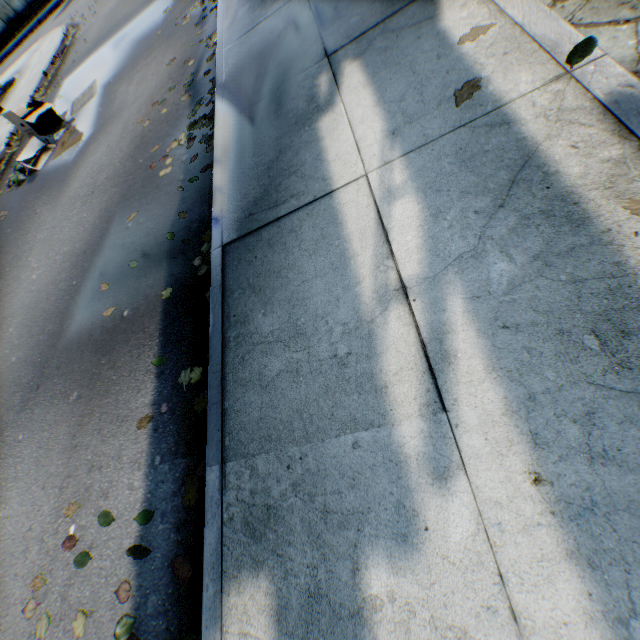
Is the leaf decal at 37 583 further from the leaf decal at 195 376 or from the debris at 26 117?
the debris at 26 117

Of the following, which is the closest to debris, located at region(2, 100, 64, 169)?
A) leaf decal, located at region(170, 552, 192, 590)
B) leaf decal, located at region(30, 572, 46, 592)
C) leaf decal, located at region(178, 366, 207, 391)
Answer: leaf decal, located at region(178, 366, 207, 391)

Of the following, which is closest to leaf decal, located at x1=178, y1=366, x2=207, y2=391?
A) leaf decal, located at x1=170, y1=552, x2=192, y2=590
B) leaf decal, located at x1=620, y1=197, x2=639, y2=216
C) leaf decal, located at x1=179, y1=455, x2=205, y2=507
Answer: leaf decal, located at x1=179, y1=455, x2=205, y2=507

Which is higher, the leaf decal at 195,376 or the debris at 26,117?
the debris at 26,117

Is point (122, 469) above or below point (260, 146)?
below

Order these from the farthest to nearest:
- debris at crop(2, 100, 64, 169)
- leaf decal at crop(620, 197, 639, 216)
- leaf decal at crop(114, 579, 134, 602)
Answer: debris at crop(2, 100, 64, 169) < leaf decal at crop(114, 579, 134, 602) < leaf decal at crop(620, 197, 639, 216)

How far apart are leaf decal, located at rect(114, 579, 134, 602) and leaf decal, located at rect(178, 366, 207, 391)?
Answer: 1.2 meters

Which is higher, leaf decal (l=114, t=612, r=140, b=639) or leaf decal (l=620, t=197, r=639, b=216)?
leaf decal (l=620, t=197, r=639, b=216)
